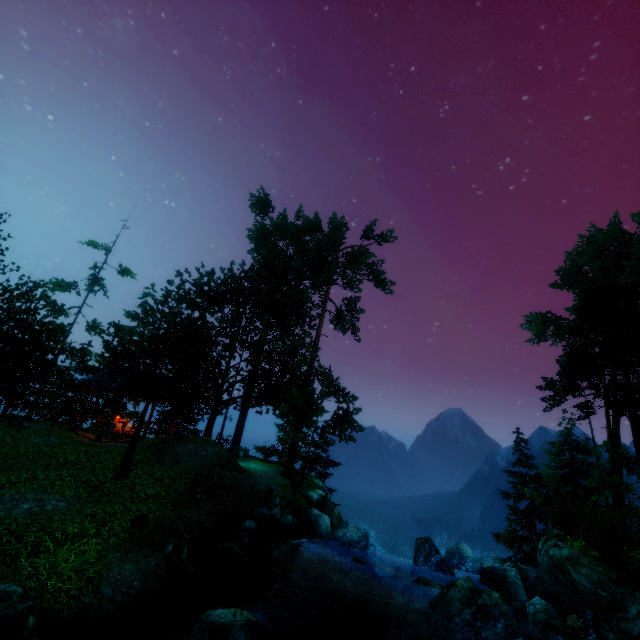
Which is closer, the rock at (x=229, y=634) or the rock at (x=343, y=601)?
the rock at (x=229, y=634)

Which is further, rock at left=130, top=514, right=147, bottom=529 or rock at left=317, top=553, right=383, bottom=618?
rock at left=317, top=553, right=383, bottom=618

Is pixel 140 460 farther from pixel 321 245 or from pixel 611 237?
pixel 611 237

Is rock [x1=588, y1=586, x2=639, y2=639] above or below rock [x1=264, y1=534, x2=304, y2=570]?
above

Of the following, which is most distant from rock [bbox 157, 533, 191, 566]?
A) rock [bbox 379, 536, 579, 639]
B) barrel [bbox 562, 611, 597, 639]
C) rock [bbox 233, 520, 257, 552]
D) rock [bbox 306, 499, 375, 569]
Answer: barrel [bbox 562, 611, 597, 639]

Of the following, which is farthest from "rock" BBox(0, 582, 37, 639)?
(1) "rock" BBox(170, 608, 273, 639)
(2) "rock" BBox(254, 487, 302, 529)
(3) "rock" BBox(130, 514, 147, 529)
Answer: (2) "rock" BBox(254, 487, 302, 529)

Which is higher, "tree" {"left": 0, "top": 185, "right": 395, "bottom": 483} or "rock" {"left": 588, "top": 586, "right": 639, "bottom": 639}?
"tree" {"left": 0, "top": 185, "right": 395, "bottom": 483}

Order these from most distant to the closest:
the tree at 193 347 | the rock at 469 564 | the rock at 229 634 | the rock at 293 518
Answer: the rock at 293 518, the tree at 193 347, the rock at 469 564, the rock at 229 634
